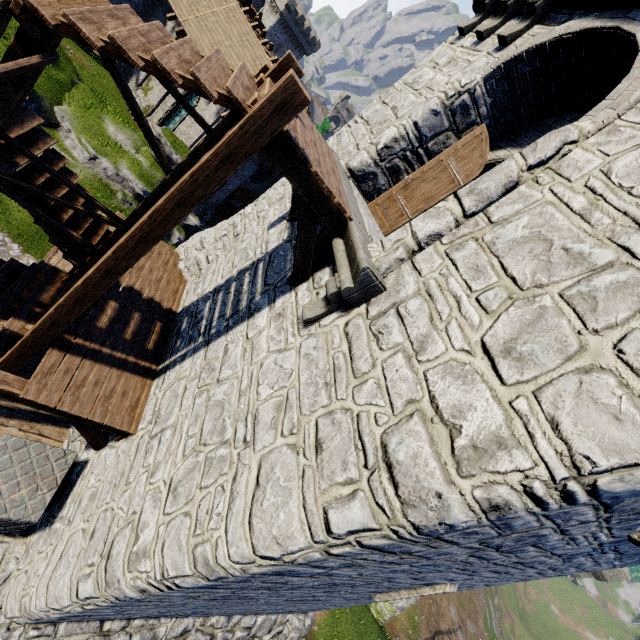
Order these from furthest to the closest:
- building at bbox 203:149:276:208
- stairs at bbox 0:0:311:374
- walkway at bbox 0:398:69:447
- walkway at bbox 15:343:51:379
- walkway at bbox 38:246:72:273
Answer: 1. building at bbox 203:149:276:208
2. walkway at bbox 38:246:72:273
3. walkway at bbox 15:343:51:379
4. walkway at bbox 0:398:69:447
5. stairs at bbox 0:0:311:374

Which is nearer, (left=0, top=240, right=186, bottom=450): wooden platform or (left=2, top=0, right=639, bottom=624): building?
(left=2, top=0, right=639, bottom=624): building

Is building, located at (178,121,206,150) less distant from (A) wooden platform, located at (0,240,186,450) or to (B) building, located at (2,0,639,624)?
(B) building, located at (2,0,639,624)

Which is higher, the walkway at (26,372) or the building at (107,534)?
the building at (107,534)

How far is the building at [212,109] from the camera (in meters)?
19.59

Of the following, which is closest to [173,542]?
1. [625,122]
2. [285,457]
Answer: [285,457]

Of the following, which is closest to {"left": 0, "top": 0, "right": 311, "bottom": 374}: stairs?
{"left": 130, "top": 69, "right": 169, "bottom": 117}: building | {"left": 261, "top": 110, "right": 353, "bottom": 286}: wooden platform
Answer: {"left": 261, "top": 110, "right": 353, "bottom": 286}: wooden platform

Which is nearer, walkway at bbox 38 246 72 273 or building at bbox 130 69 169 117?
walkway at bbox 38 246 72 273
